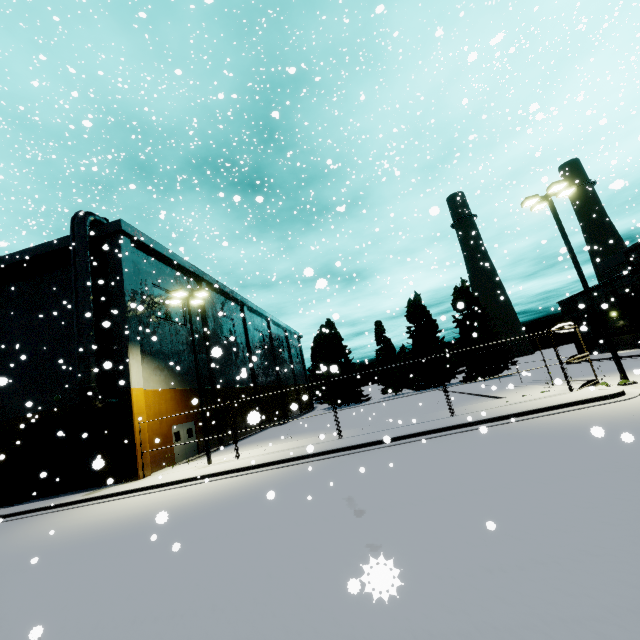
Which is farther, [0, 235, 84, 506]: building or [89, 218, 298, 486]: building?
[0, 235, 84, 506]: building

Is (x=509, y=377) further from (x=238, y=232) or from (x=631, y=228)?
(x=238, y=232)

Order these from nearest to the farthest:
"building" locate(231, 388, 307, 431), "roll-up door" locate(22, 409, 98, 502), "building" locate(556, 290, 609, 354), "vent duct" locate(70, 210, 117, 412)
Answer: "building" locate(231, 388, 307, 431)
"vent duct" locate(70, 210, 117, 412)
"roll-up door" locate(22, 409, 98, 502)
"building" locate(556, 290, 609, 354)

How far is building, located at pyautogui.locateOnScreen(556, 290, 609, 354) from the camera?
38.3 meters

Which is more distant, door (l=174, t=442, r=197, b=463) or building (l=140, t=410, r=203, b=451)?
door (l=174, t=442, r=197, b=463)

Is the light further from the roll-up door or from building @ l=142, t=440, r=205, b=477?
the roll-up door

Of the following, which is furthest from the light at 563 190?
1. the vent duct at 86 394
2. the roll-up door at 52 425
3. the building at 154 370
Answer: the vent duct at 86 394

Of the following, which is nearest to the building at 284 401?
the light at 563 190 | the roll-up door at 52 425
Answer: the roll-up door at 52 425
